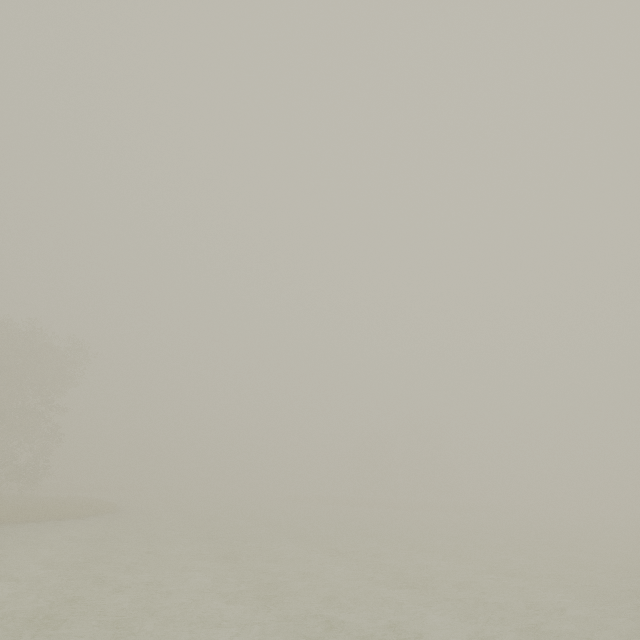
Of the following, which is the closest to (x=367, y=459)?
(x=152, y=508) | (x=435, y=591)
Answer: (x=152, y=508)
